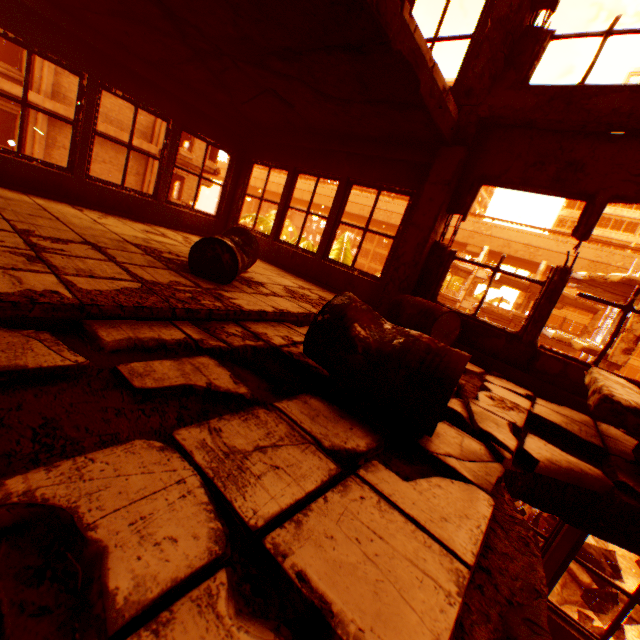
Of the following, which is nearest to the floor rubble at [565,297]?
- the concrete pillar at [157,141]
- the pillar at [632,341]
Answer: the pillar at [632,341]

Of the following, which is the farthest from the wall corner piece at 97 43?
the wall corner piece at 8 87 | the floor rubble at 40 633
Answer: the wall corner piece at 8 87

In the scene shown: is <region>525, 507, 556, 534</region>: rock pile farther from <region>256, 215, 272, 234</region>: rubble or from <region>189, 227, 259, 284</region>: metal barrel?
<region>189, 227, 259, 284</region>: metal barrel

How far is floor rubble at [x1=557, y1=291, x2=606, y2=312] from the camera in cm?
2361

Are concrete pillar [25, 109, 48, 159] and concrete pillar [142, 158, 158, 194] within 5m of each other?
yes

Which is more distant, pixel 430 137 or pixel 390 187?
pixel 390 187

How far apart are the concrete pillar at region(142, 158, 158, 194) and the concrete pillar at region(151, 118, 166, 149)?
0.32m

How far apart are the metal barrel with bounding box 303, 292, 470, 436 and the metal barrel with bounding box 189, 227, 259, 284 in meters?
1.5 m
